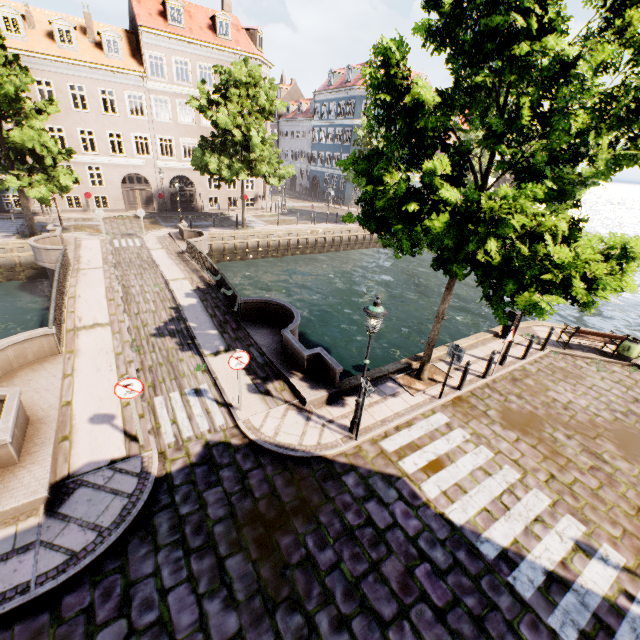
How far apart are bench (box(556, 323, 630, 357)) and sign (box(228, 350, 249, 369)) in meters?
12.9

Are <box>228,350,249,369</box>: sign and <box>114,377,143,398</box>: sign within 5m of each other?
yes

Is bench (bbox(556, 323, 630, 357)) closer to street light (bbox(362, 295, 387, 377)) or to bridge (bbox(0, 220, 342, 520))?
street light (bbox(362, 295, 387, 377))

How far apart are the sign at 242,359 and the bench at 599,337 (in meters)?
12.91

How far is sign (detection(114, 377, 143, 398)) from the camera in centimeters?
661cm

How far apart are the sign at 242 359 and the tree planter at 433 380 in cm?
493

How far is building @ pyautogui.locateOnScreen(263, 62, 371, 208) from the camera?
40.6 meters

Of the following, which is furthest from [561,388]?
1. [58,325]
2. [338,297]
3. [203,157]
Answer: [203,157]
